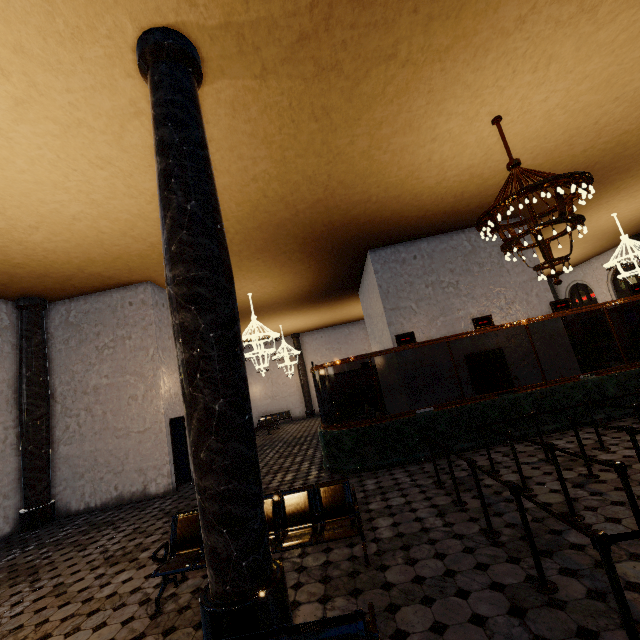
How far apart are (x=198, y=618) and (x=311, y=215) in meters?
8.3
